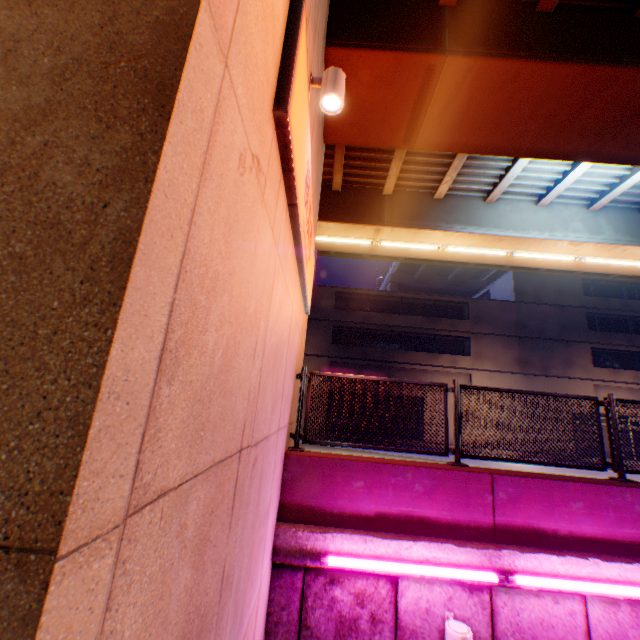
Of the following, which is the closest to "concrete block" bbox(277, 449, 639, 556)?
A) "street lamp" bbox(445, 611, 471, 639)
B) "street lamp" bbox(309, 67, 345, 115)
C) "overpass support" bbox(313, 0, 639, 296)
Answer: "street lamp" bbox(445, 611, 471, 639)

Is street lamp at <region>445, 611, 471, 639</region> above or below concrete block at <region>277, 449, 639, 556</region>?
below

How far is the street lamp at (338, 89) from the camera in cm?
368

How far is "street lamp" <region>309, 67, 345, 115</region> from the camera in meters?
3.7 m

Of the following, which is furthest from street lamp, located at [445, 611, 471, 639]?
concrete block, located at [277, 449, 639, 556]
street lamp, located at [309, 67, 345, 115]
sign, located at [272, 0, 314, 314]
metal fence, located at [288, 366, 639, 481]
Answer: street lamp, located at [309, 67, 345, 115]

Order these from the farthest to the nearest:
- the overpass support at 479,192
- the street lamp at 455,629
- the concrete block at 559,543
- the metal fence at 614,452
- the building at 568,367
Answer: the building at 568,367 < the overpass support at 479,192 < the metal fence at 614,452 < the concrete block at 559,543 < the street lamp at 455,629

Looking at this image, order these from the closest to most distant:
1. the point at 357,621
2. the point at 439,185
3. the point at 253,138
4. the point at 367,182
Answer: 1. the point at 253,138
2. the point at 357,621
3. the point at 439,185
4. the point at 367,182

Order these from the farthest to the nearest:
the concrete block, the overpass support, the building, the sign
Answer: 1. the building
2. the overpass support
3. the concrete block
4. the sign
